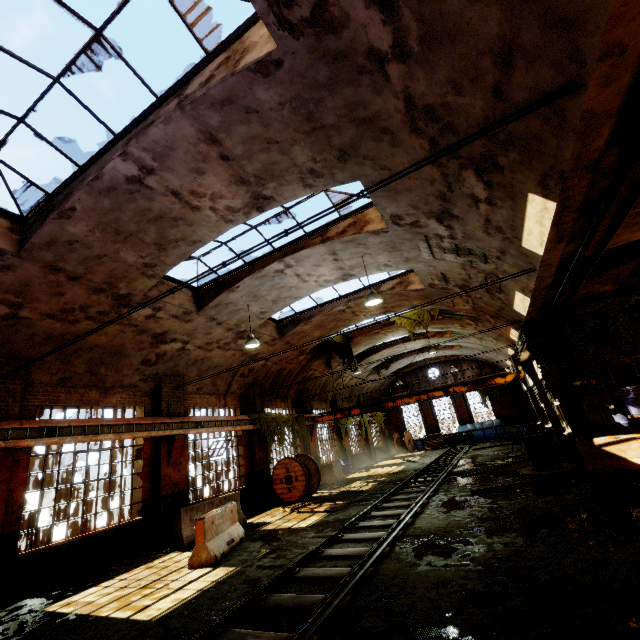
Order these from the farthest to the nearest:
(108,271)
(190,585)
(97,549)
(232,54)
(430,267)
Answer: (430,267) < (97,549) < (108,271) < (190,585) < (232,54)

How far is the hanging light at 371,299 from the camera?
9.46m

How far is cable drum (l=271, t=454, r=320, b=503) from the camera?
14.0 meters

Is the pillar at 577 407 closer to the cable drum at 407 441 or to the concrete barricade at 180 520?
the concrete barricade at 180 520

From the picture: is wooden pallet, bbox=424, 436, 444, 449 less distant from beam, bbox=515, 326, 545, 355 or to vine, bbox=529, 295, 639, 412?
vine, bbox=529, 295, 639, 412

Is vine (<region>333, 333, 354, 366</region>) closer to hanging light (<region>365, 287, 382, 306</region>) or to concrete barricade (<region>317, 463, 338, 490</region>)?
concrete barricade (<region>317, 463, 338, 490</region>)

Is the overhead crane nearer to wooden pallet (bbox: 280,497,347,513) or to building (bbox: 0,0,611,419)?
building (bbox: 0,0,611,419)

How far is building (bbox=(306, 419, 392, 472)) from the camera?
19.8m
